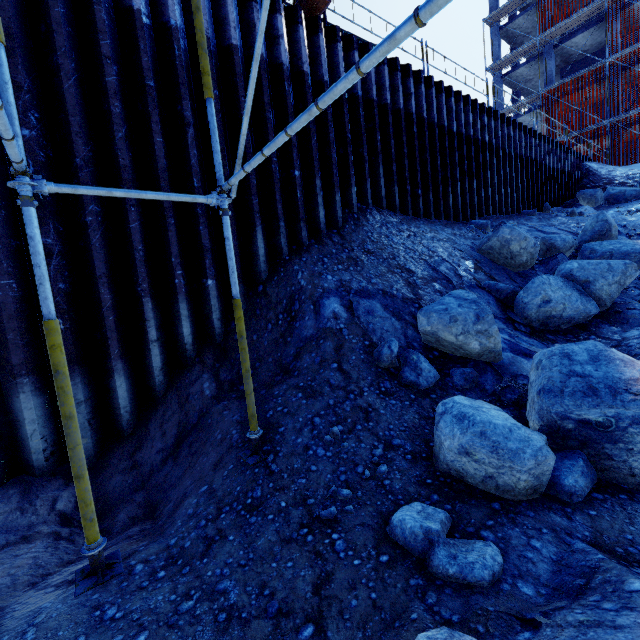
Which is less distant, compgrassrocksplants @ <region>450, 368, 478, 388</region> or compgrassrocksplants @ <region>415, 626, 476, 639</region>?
compgrassrocksplants @ <region>415, 626, 476, 639</region>

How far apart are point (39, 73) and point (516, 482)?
6.9m

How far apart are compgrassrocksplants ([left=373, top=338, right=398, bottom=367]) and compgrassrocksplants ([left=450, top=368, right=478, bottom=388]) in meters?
0.2

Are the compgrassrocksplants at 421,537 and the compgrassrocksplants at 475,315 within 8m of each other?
yes

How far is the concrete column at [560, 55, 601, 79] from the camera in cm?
2704

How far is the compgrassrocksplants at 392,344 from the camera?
4.3 meters

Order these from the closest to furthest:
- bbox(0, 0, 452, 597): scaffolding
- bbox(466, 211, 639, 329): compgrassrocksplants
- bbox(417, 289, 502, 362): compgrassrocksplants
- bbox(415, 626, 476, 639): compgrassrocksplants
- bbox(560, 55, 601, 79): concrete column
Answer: bbox(415, 626, 476, 639): compgrassrocksplants
bbox(0, 0, 452, 597): scaffolding
bbox(417, 289, 502, 362): compgrassrocksplants
bbox(466, 211, 639, 329): compgrassrocksplants
bbox(560, 55, 601, 79): concrete column
